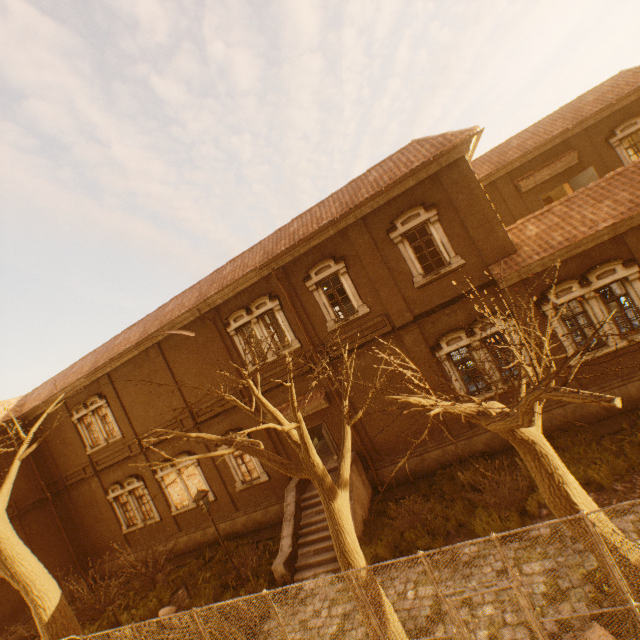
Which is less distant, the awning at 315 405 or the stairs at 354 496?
the stairs at 354 496

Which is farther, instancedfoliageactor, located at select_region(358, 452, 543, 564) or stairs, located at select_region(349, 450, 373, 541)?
stairs, located at select_region(349, 450, 373, 541)

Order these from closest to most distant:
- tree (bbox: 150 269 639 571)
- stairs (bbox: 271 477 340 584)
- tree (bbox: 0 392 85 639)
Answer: tree (bbox: 150 269 639 571), tree (bbox: 0 392 85 639), stairs (bbox: 271 477 340 584)

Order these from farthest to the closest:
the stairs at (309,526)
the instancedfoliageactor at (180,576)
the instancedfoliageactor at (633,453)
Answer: the instancedfoliageactor at (180,576)
the stairs at (309,526)
the instancedfoliageactor at (633,453)

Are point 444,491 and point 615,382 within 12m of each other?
yes

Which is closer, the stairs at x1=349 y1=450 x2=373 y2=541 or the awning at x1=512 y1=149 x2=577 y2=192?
the stairs at x1=349 y1=450 x2=373 y2=541

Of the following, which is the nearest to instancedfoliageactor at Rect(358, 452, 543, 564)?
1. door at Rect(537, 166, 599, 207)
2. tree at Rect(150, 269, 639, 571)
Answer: tree at Rect(150, 269, 639, 571)

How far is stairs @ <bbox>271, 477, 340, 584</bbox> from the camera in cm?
1098
